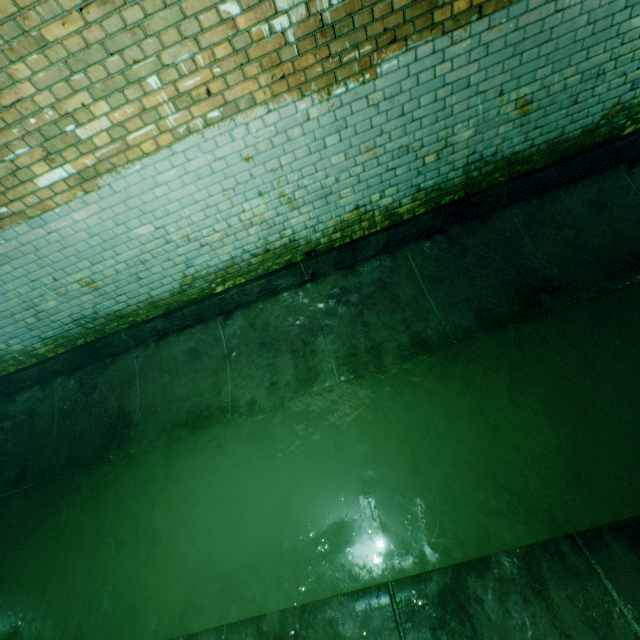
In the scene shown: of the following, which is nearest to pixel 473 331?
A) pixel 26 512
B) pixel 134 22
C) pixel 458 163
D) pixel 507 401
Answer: pixel 507 401
